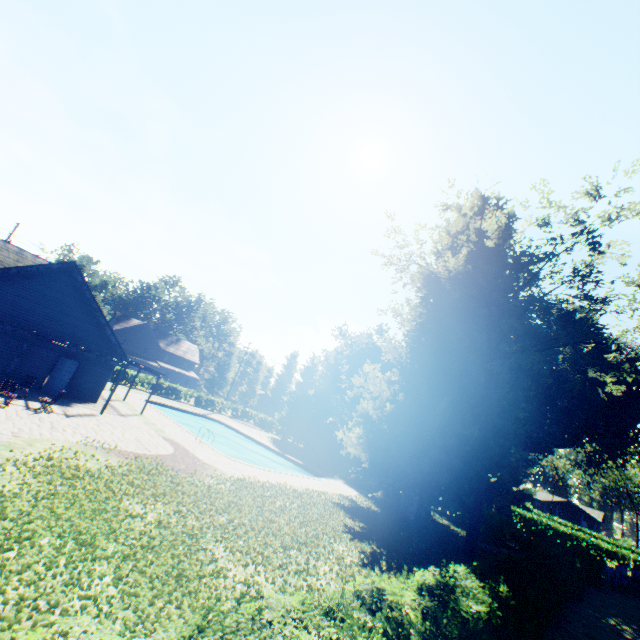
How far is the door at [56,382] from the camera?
19.52m

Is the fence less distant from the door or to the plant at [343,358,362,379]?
the plant at [343,358,362,379]

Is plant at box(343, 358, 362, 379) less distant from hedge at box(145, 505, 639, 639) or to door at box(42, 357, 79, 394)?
hedge at box(145, 505, 639, 639)

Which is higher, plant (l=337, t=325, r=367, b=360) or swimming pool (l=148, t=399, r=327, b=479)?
plant (l=337, t=325, r=367, b=360)

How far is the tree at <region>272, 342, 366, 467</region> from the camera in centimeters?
3604cm

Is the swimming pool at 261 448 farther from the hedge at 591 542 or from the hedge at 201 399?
the hedge at 591 542

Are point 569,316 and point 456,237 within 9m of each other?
no

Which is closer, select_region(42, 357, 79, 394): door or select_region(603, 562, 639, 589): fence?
select_region(42, 357, 79, 394): door
